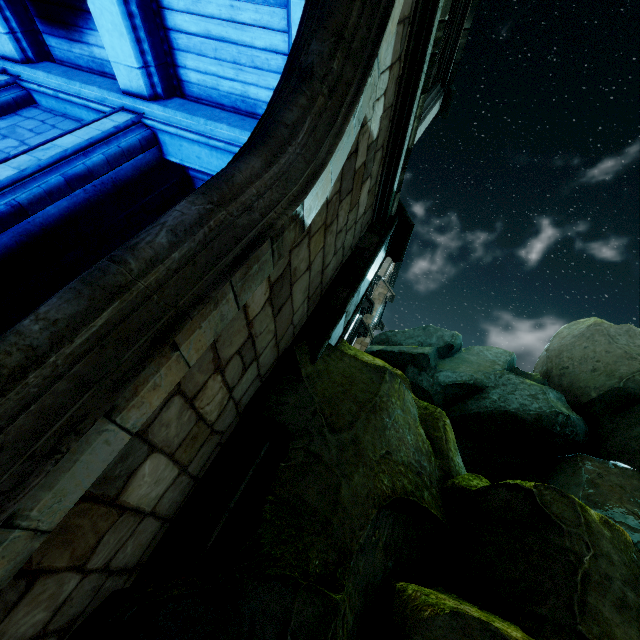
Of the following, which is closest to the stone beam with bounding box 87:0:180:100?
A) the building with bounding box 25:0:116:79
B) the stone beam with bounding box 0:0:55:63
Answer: the building with bounding box 25:0:116:79

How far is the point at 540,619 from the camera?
2.2m

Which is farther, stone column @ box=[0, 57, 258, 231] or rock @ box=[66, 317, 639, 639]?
stone column @ box=[0, 57, 258, 231]

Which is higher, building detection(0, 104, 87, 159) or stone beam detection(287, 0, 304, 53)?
stone beam detection(287, 0, 304, 53)

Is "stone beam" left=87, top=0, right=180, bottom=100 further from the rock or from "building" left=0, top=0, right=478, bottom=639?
the rock

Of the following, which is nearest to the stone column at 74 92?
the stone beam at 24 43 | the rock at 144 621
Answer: the stone beam at 24 43

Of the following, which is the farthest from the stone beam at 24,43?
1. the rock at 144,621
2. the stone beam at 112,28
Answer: the rock at 144,621

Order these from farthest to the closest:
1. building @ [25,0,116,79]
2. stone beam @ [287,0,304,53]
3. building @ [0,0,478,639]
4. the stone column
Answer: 1. building @ [25,0,116,79]
2. the stone column
3. stone beam @ [287,0,304,53]
4. building @ [0,0,478,639]
